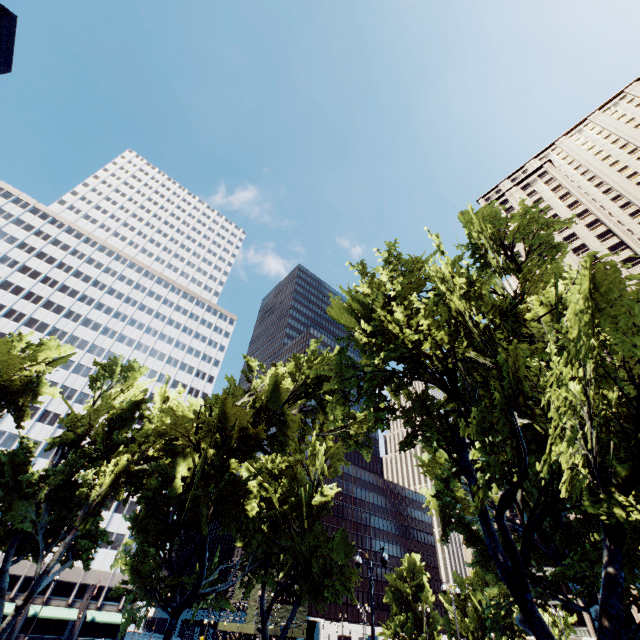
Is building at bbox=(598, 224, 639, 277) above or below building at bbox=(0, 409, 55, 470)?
above

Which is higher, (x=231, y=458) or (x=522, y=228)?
(x=522, y=228)

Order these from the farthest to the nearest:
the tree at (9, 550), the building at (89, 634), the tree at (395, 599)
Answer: the building at (89, 634) → the tree at (395, 599) → the tree at (9, 550)

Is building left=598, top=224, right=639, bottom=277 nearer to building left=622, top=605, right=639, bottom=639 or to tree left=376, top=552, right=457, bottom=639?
building left=622, top=605, right=639, bottom=639

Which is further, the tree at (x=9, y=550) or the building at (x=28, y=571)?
the building at (x=28, y=571)

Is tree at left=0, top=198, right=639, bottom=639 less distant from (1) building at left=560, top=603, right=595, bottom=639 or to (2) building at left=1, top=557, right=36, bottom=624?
(2) building at left=1, top=557, right=36, bottom=624

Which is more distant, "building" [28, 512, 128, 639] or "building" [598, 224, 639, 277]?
"building" [598, 224, 639, 277]
